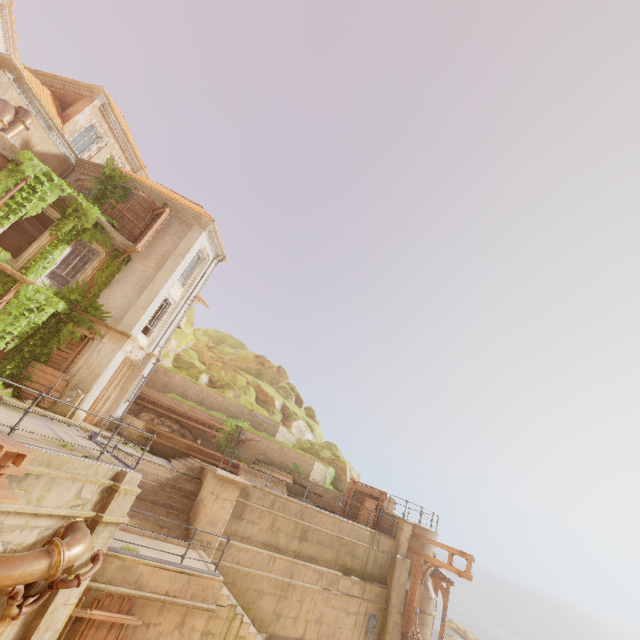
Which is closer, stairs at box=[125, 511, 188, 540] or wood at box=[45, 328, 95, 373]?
stairs at box=[125, 511, 188, 540]

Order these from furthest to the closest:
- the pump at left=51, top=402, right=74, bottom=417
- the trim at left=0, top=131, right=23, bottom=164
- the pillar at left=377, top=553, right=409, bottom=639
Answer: the pillar at left=377, top=553, right=409, bottom=639 → the pump at left=51, top=402, right=74, bottom=417 → the trim at left=0, top=131, right=23, bottom=164

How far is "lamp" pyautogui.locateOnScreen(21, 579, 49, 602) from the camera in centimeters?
652cm

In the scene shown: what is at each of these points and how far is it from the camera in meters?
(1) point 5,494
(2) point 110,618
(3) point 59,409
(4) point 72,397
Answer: (1) trim, 5.6
(2) wood, 8.0
(3) pump, 14.2
(4) pump, 14.4

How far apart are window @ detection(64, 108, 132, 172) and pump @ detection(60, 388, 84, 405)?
14.5m

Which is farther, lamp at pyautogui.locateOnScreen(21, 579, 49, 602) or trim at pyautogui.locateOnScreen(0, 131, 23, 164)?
trim at pyautogui.locateOnScreen(0, 131, 23, 164)

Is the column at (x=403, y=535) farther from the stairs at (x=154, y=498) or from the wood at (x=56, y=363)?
the wood at (x=56, y=363)

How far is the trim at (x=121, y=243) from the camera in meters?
16.6
